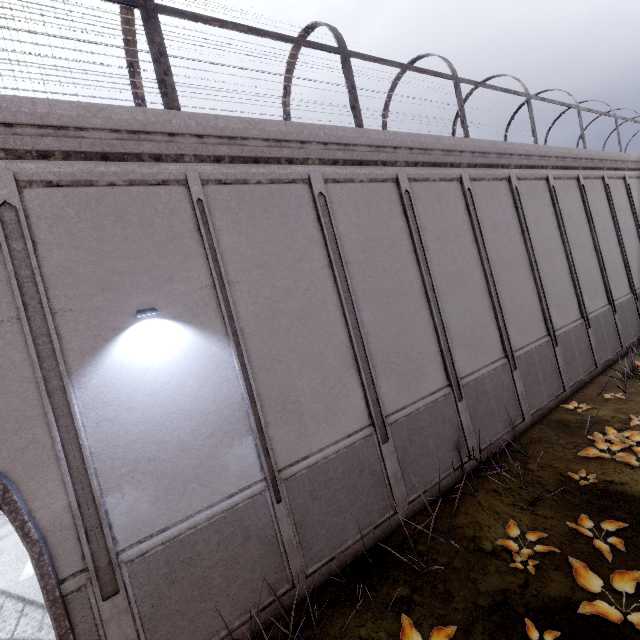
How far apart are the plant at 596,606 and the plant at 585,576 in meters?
0.2

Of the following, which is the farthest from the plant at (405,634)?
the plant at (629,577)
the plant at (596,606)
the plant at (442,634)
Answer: the plant at (629,577)

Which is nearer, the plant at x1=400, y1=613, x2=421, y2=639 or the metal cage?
the plant at x1=400, y1=613, x2=421, y2=639

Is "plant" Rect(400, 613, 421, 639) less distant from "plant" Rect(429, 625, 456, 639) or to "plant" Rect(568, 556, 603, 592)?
"plant" Rect(429, 625, 456, 639)

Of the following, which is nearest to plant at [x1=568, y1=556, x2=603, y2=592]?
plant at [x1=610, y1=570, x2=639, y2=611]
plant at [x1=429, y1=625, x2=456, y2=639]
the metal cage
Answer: plant at [x1=610, y1=570, x2=639, y2=611]

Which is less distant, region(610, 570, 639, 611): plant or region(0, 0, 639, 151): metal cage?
region(610, 570, 639, 611): plant

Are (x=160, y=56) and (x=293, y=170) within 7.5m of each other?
yes

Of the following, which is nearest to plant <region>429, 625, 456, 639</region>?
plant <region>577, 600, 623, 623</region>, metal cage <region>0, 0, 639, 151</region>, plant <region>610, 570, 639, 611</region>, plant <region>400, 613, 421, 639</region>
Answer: plant <region>400, 613, 421, 639</region>
